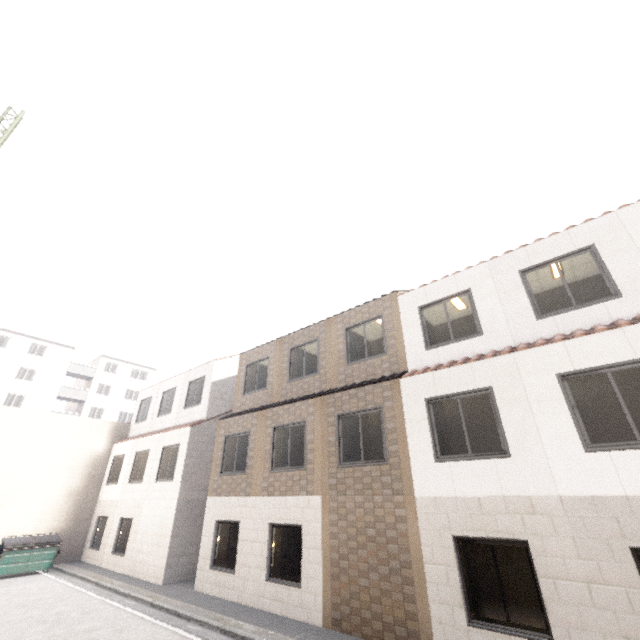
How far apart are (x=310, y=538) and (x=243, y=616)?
2.7 meters

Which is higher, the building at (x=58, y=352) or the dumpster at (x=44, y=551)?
the building at (x=58, y=352)

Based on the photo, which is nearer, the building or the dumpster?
the dumpster

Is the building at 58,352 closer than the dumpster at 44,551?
No

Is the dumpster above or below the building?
below
